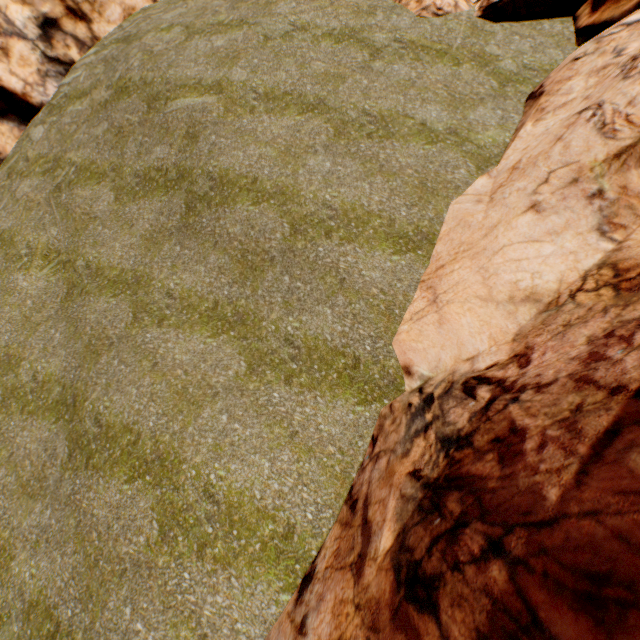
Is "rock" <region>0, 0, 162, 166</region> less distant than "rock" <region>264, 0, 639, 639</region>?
No

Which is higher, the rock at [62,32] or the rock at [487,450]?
the rock at [62,32]

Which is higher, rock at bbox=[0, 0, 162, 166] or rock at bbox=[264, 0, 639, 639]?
rock at bbox=[0, 0, 162, 166]

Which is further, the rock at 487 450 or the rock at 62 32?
the rock at 62 32

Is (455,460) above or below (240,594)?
above
